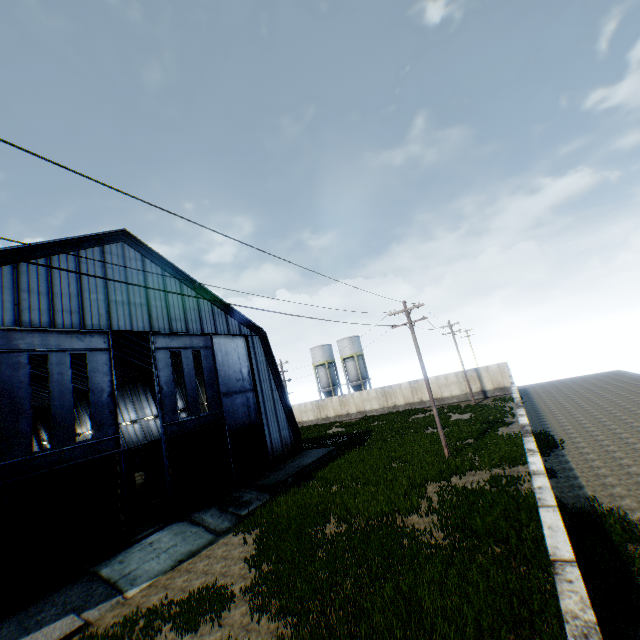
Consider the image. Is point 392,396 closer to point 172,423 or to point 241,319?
point 241,319

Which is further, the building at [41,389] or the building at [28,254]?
the building at [41,389]

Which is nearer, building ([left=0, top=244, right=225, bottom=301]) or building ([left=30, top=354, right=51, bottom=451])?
building ([left=0, top=244, right=225, bottom=301])

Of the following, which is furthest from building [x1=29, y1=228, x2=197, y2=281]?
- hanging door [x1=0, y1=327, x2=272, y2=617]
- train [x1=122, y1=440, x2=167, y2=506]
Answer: train [x1=122, y1=440, x2=167, y2=506]

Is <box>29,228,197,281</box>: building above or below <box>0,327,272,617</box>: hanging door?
above

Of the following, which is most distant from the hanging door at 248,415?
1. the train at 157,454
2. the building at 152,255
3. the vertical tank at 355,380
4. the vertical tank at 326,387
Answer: the vertical tank at 326,387

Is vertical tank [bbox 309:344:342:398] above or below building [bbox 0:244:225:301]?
below

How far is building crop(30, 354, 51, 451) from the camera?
35.1m
